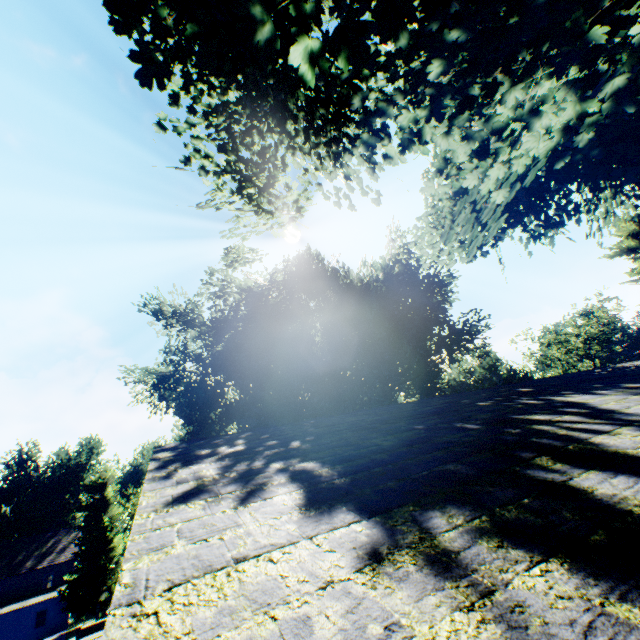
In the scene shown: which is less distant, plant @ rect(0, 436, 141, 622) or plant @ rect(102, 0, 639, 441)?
plant @ rect(102, 0, 639, 441)

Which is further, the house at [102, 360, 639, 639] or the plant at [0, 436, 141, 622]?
the plant at [0, 436, 141, 622]

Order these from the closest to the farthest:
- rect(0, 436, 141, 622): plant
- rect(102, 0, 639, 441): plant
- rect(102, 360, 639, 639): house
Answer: rect(102, 360, 639, 639): house, rect(102, 0, 639, 441): plant, rect(0, 436, 141, 622): plant

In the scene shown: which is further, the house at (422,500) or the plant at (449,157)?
the plant at (449,157)

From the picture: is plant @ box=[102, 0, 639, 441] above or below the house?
above

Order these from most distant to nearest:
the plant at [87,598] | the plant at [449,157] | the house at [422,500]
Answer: the plant at [87,598] → the plant at [449,157] → the house at [422,500]

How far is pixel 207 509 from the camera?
2.04m
